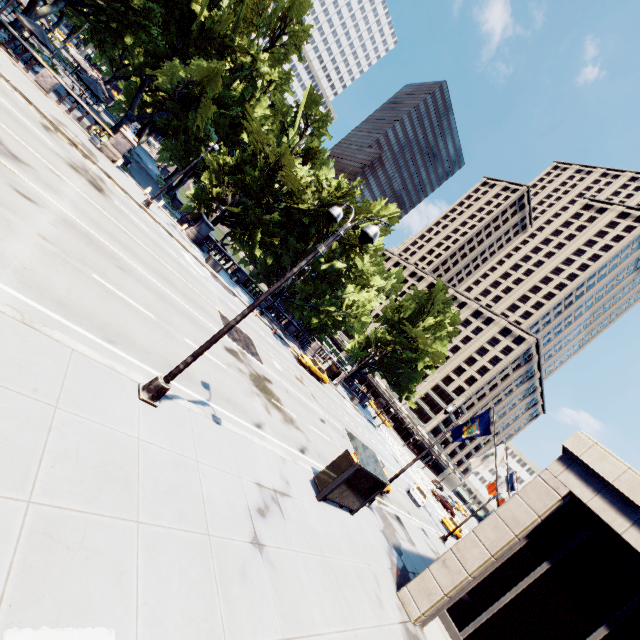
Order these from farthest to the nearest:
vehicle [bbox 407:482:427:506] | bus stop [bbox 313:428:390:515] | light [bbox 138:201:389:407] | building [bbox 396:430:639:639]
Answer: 1. vehicle [bbox 407:482:427:506]
2. bus stop [bbox 313:428:390:515]
3. building [bbox 396:430:639:639]
4. light [bbox 138:201:389:407]

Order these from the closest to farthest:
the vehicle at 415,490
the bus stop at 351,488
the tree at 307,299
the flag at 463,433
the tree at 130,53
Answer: the bus stop at 351,488
the flag at 463,433
the tree at 130,53
the vehicle at 415,490
the tree at 307,299

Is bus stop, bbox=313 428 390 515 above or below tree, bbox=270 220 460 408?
below

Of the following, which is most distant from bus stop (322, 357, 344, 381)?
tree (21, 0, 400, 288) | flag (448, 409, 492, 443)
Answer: flag (448, 409, 492, 443)

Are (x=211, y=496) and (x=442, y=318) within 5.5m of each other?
no

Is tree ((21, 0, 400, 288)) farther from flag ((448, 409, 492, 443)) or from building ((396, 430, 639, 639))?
building ((396, 430, 639, 639))

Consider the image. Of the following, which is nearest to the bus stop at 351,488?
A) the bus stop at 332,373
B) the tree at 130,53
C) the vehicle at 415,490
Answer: the tree at 130,53

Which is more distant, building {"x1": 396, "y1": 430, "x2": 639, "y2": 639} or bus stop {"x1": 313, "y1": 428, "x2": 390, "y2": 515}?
bus stop {"x1": 313, "y1": 428, "x2": 390, "y2": 515}
